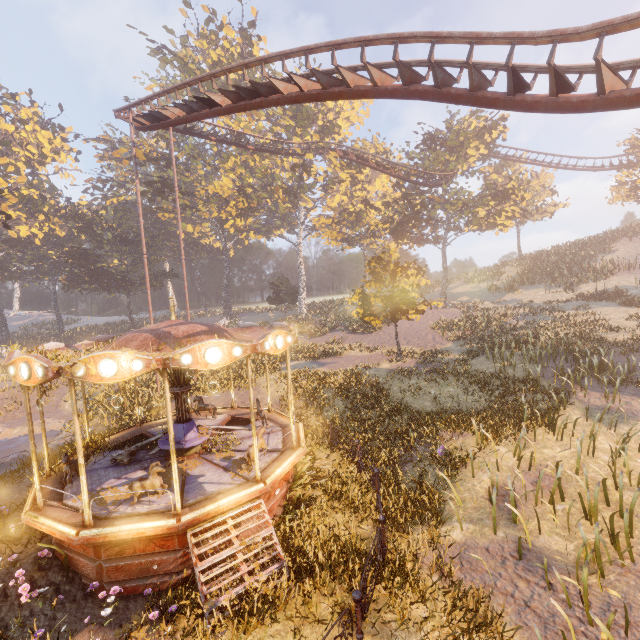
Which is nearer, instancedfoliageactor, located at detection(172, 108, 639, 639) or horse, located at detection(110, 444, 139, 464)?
instancedfoliageactor, located at detection(172, 108, 639, 639)

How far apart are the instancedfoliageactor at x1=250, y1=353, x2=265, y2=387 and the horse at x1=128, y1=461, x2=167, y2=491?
14.3 meters

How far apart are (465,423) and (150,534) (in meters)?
10.60

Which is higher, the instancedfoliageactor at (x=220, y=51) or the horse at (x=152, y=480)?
the instancedfoliageactor at (x=220, y=51)

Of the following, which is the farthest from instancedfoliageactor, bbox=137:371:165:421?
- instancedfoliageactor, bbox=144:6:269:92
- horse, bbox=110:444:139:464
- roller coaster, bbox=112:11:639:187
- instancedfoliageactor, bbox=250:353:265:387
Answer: roller coaster, bbox=112:11:639:187

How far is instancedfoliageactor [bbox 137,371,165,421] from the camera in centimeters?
1692cm

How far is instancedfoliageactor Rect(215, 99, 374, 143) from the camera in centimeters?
3822cm

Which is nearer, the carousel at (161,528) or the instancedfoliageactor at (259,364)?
the carousel at (161,528)
